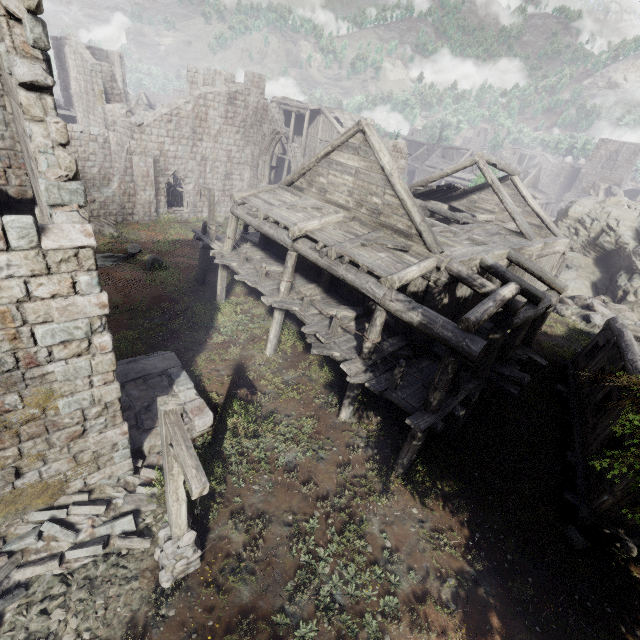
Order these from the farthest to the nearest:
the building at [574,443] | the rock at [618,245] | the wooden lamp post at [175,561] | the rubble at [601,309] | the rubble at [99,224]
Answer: the rubble at [99,224] → the rock at [618,245] → the rubble at [601,309] → the building at [574,443] → the wooden lamp post at [175,561]

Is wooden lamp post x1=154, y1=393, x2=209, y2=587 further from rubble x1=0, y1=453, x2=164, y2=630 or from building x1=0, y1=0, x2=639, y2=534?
building x1=0, y1=0, x2=639, y2=534

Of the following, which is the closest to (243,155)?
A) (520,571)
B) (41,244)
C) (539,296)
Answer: (539,296)

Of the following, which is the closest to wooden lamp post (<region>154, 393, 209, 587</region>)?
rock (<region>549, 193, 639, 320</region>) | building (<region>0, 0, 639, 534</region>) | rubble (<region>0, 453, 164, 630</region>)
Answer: rubble (<region>0, 453, 164, 630</region>)

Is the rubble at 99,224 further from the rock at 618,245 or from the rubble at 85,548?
the rock at 618,245

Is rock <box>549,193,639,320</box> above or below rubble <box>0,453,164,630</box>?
above

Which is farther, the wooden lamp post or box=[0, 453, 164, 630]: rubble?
box=[0, 453, 164, 630]: rubble

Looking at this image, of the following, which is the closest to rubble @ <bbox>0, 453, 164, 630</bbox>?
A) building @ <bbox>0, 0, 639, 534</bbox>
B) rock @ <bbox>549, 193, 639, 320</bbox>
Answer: building @ <bbox>0, 0, 639, 534</bbox>
